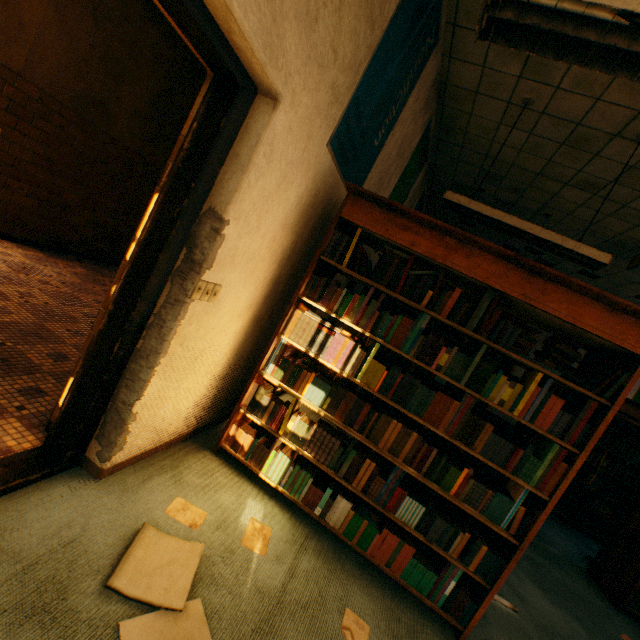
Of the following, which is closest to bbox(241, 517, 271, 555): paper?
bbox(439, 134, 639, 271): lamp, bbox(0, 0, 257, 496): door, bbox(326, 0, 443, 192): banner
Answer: bbox(0, 0, 257, 496): door

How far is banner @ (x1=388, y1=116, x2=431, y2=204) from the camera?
3.9m

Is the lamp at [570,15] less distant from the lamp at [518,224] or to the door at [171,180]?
the door at [171,180]

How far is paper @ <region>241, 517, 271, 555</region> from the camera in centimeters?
185cm

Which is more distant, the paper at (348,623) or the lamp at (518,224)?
the lamp at (518,224)

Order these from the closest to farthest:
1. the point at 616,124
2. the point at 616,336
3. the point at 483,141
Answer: the point at 616,336 → the point at 616,124 → the point at 483,141

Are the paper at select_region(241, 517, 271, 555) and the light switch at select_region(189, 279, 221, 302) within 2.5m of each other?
yes

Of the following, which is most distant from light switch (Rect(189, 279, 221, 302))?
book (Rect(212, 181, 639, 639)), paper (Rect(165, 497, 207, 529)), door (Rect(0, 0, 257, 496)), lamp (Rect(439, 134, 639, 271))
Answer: lamp (Rect(439, 134, 639, 271))
